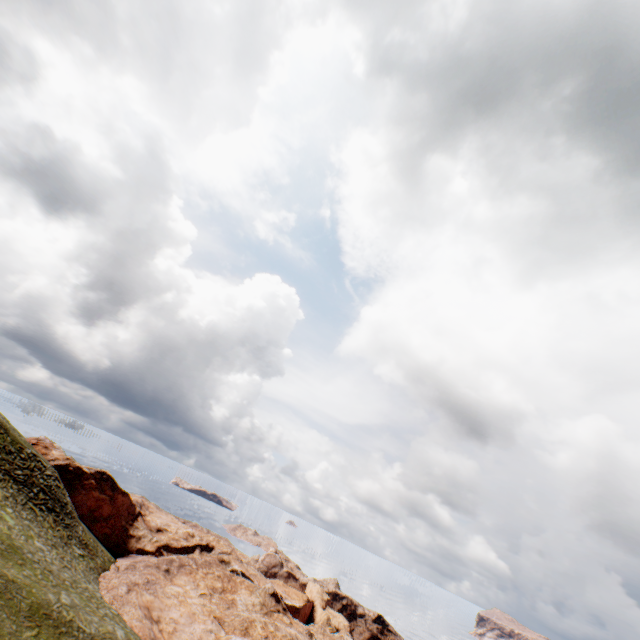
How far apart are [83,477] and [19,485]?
17.4 meters
